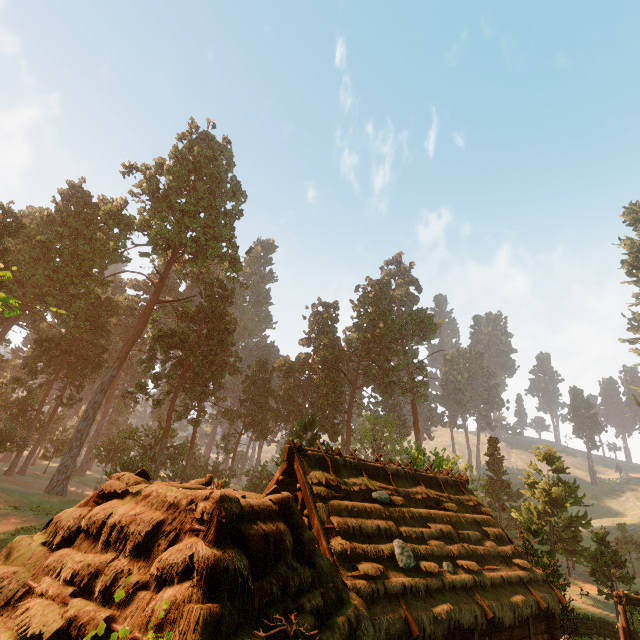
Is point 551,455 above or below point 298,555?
above

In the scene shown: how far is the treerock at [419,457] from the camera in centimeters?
2475cm

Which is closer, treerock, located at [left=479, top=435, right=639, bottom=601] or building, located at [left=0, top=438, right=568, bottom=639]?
building, located at [left=0, top=438, right=568, bottom=639]

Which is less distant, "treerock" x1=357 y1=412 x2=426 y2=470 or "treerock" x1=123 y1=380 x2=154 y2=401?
"treerock" x1=357 y1=412 x2=426 y2=470

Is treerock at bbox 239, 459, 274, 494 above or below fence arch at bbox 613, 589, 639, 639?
above

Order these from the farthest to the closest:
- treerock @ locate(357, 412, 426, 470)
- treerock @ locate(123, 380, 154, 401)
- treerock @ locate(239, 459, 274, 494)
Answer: treerock @ locate(239, 459, 274, 494) → treerock @ locate(123, 380, 154, 401) → treerock @ locate(357, 412, 426, 470)

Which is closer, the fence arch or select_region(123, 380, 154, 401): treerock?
the fence arch

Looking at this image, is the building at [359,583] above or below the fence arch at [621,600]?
above
